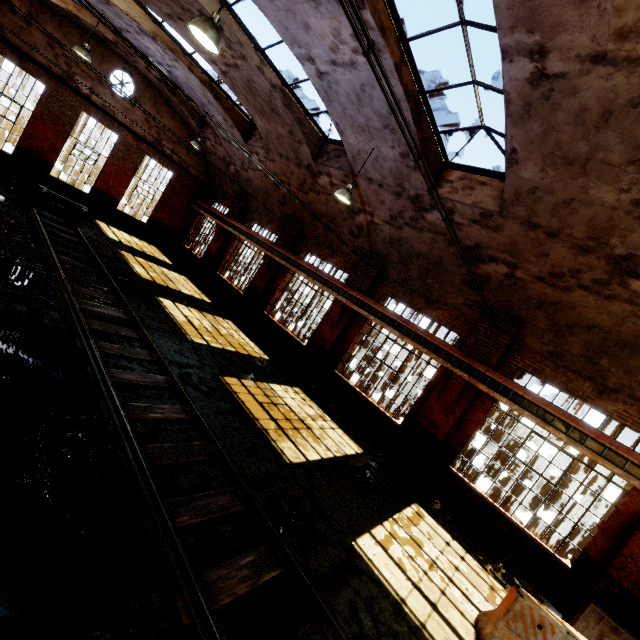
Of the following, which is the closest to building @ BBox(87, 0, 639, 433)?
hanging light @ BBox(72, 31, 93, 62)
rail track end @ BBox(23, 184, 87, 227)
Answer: hanging light @ BBox(72, 31, 93, 62)

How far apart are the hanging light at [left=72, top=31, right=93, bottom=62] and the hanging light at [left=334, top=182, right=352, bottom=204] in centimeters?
1053cm

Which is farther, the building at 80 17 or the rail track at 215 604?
the building at 80 17

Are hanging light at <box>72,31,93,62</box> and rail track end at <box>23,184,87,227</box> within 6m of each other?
yes

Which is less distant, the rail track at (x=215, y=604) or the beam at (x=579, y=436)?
the rail track at (x=215, y=604)

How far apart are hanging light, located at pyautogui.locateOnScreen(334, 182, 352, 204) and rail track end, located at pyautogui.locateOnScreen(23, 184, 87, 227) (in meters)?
10.91

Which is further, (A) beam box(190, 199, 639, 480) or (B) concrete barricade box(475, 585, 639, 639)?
(A) beam box(190, 199, 639, 480)

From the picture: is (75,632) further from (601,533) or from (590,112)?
(601,533)
